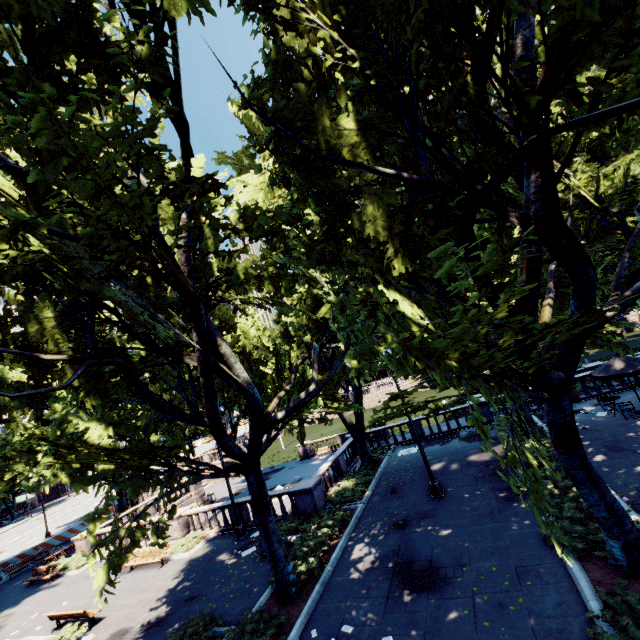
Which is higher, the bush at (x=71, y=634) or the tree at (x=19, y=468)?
the tree at (x=19, y=468)

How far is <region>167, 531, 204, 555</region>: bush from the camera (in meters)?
18.47

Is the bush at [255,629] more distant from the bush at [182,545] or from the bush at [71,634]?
the bush at [182,545]

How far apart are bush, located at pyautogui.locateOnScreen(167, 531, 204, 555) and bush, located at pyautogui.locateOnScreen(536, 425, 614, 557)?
17.6m

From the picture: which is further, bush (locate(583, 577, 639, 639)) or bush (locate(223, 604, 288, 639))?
bush (locate(223, 604, 288, 639))

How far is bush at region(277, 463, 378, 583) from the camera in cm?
1243

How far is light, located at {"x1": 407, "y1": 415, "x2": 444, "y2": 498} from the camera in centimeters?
1486cm

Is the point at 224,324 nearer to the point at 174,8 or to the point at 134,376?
the point at 134,376
